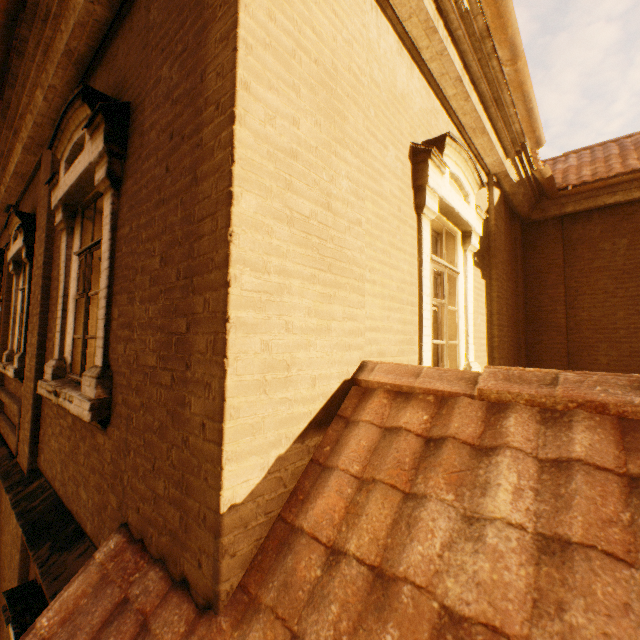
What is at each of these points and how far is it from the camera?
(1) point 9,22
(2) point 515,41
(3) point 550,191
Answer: (1) gutter, 3.2m
(2) gutter, 3.3m
(3) gutter, 6.4m

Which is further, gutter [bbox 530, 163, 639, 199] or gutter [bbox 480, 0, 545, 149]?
gutter [bbox 530, 163, 639, 199]

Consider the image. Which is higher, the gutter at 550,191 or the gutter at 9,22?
the gutter at 9,22

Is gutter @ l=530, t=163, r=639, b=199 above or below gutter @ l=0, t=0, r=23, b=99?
below

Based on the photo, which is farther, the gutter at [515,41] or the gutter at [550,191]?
the gutter at [550,191]
